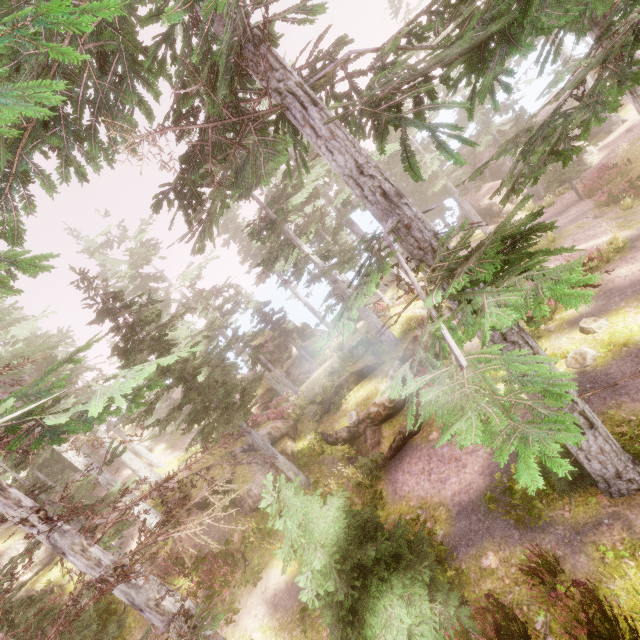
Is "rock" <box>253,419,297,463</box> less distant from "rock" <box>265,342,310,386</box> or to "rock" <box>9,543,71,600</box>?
"rock" <box>9,543,71,600</box>

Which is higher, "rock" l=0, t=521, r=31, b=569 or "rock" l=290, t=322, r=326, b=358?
"rock" l=0, t=521, r=31, b=569

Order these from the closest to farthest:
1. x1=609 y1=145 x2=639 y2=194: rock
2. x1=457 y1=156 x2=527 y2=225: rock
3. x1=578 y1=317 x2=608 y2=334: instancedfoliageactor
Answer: x1=578 y1=317 x2=608 y2=334: instancedfoliageactor → x1=609 y1=145 x2=639 y2=194: rock → x1=457 y1=156 x2=527 y2=225: rock

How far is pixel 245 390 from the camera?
14.0 meters

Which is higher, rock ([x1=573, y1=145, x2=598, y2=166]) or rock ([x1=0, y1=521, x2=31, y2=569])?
rock ([x1=0, y1=521, x2=31, y2=569])

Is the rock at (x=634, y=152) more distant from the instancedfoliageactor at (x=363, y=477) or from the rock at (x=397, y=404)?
the rock at (x=397, y=404)

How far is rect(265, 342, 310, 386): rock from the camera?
33.4m

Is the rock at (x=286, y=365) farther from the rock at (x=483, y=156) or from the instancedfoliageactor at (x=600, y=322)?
the rock at (x=483, y=156)
